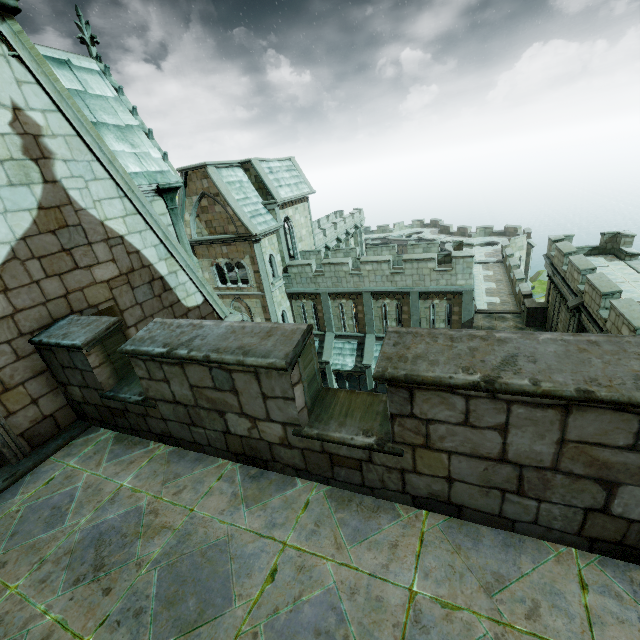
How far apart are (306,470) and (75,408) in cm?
422

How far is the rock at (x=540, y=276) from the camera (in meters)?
47.59

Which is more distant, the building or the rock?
the rock

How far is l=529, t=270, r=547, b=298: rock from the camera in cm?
4759

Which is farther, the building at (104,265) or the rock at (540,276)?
the rock at (540,276)

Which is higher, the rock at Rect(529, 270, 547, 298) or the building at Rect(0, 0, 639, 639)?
the building at Rect(0, 0, 639, 639)
